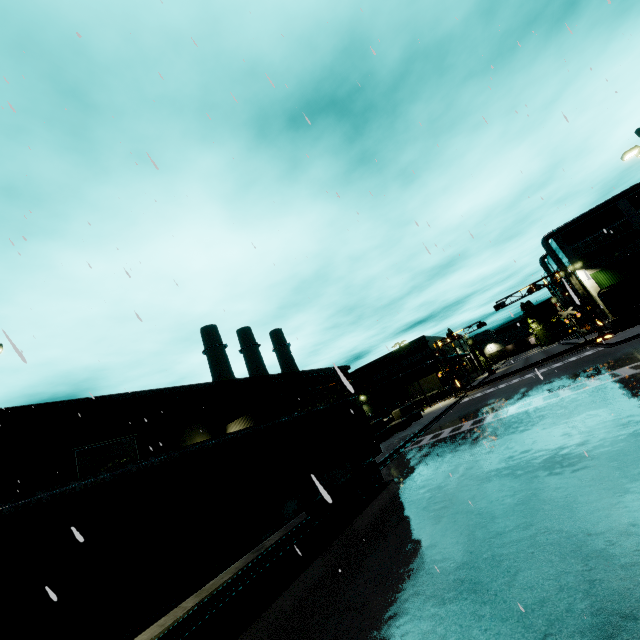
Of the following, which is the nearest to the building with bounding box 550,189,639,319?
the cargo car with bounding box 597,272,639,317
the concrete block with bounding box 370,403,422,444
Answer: the concrete block with bounding box 370,403,422,444

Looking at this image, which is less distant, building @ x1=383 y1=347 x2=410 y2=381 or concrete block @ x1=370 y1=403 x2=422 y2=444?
concrete block @ x1=370 y1=403 x2=422 y2=444

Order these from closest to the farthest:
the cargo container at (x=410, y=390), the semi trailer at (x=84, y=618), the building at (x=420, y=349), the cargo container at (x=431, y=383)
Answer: the semi trailer at (x=84, y=618)
the cargo container at (x=431, y=383)
the cargo container at (x=410, y=390)
the building at (x=420, y=349)

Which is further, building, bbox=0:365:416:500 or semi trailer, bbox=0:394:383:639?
building, bbox=0:365:416:500

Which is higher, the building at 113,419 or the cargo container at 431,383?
the building at 113,419

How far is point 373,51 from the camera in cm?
453

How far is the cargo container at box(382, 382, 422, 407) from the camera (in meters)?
51.81

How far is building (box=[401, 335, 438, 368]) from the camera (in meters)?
55.75
